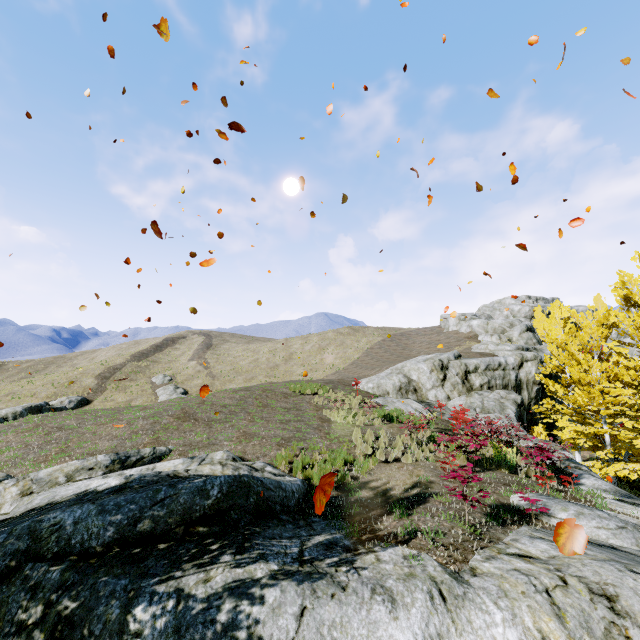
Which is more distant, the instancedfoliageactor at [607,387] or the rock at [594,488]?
the instancedfoliageactor at [607,387]

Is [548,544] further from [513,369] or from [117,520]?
[513,369]

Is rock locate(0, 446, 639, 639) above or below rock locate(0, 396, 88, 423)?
above

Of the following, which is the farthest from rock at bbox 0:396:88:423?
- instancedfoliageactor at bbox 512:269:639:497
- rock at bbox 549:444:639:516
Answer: instancedfoliageactor at bbox 512:269:639:497

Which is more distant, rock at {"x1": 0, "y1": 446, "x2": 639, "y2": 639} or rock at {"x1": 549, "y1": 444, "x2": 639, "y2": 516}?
rock at {"x1": 549, "y1": 444, "x2": 639, "y2": 516}

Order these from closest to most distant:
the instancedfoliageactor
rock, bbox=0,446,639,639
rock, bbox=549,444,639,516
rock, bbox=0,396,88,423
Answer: rock, bbox=0,446,639,639
rock, bbox=549,444,639,516
the instancedfoliageactor
rock, bbox=0,396,88,423

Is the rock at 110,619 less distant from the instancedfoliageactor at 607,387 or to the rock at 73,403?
the instancedfoliageactor at 607,387
